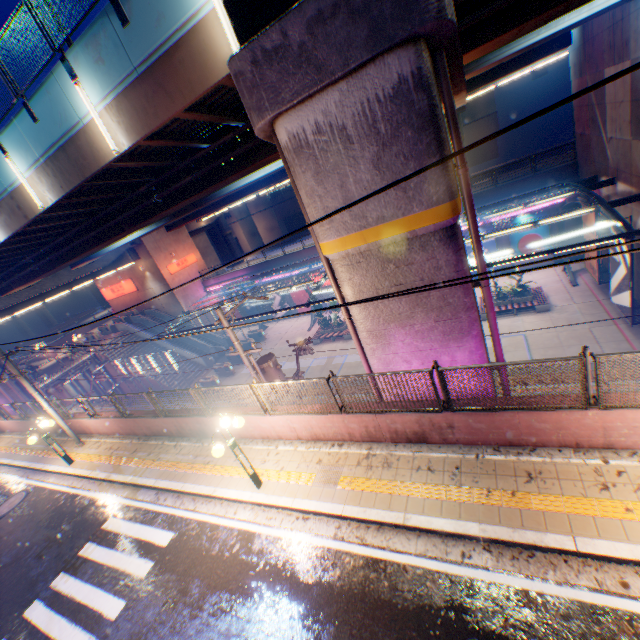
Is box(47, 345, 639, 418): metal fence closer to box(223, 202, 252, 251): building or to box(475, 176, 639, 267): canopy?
box(475, 176, 639, 267): canopy

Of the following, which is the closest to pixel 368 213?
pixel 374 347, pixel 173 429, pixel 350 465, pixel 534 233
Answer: pixel 374 347

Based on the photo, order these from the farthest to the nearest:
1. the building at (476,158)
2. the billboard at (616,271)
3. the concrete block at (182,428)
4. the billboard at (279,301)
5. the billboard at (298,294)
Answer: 1. the building at (476,158)
2. the billboard at (279,301)
3. the billboard at (298,294)
4. the billboard at (616,271)
5. the concrete block at (182,428)

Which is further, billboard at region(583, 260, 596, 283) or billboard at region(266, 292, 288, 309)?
billboard at region(266, 292, 288, 309)

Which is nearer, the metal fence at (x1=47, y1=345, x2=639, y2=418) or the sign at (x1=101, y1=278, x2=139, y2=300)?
the metal fence at (x1=47, y1=345, x2=639, y2=418)

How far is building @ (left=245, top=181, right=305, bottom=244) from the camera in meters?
52.7 m

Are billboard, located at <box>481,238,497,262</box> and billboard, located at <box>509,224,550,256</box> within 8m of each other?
yes

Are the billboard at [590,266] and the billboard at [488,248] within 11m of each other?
yes
